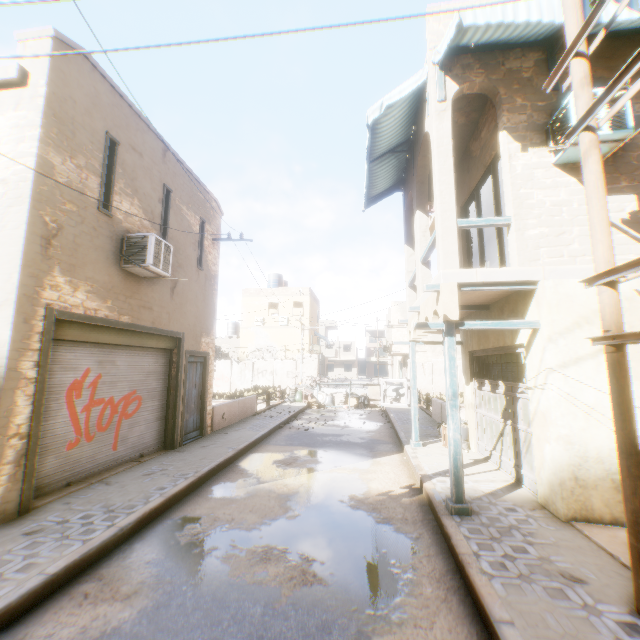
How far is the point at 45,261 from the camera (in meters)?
5.56

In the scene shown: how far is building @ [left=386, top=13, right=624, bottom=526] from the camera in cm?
512

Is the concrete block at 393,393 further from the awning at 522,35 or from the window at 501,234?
the window at 501,234

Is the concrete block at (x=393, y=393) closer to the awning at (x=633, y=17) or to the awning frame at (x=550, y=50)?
the awning at (x=633, y=17)

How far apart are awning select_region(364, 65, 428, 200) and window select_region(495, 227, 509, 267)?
1.4 meters

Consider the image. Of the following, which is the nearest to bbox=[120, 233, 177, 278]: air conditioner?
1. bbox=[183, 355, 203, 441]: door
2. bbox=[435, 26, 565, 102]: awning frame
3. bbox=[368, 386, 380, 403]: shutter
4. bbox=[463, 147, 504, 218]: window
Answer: bbox=[183, 355, 203, 441]: door

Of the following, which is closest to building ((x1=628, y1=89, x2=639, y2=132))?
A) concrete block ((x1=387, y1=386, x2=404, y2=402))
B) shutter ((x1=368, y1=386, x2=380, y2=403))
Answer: concrete block ((x1=387, y1=386, x2=404, y2=402))
